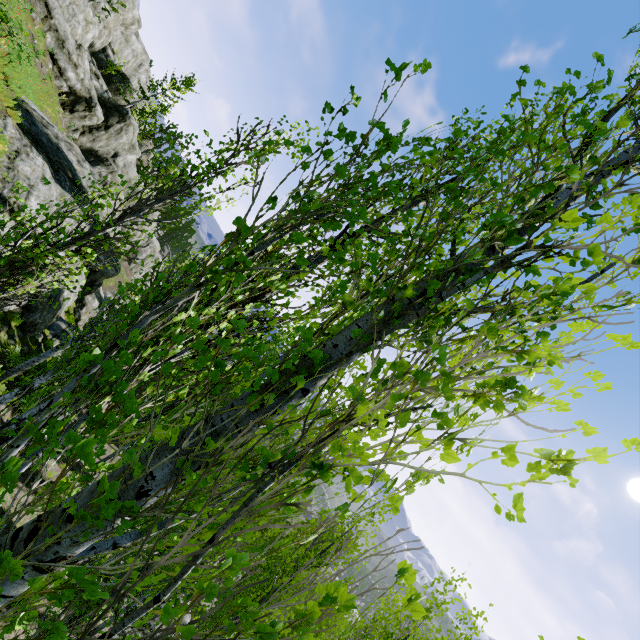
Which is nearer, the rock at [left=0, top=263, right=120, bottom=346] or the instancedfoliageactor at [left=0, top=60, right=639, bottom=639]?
the instancedfoliageactor at [left=0, top=60, right=639, bottom=639]

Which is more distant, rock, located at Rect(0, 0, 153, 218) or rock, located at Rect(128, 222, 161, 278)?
rock, located at Rect(128, 222, 161, 278)

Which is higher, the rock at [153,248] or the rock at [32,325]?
the rock at [153,248]

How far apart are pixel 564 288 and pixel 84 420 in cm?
303

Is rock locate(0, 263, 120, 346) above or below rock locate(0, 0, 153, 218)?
below

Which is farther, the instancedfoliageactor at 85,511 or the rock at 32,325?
the rock at 32,325

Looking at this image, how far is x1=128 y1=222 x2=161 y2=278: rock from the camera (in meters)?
41.75
